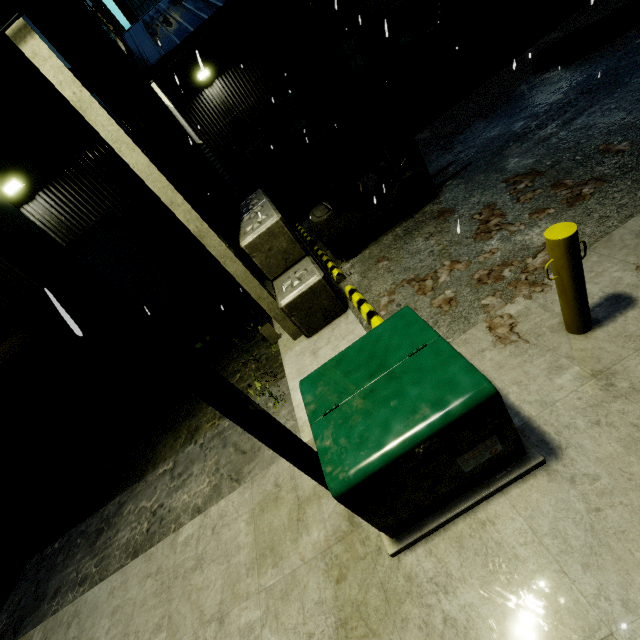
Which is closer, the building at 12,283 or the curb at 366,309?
the curb at 366,309

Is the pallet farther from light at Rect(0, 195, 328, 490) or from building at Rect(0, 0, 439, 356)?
light at Rect(0, 195, 328, 490)

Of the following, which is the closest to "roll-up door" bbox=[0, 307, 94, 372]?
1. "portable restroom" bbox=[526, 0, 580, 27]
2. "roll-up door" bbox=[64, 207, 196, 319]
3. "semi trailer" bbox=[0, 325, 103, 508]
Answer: "semi trailer" bbox=[0, 325, 103, 508]

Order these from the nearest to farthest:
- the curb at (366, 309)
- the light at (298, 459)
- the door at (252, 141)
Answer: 1. the light at (298, 459)
2. the curb at (366, 309)
3. the door at (252, 141)

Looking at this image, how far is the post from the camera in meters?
2.5

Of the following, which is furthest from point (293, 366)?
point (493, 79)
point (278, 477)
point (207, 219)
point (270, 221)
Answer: point (493, 79)

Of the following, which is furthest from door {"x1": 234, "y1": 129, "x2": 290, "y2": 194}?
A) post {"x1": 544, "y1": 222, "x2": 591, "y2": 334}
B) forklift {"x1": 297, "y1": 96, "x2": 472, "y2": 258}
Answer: post {"x1": 544, "y1": 222, "x2": 591, "y2": 334}

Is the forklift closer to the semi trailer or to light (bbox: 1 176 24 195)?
the semi trailer
